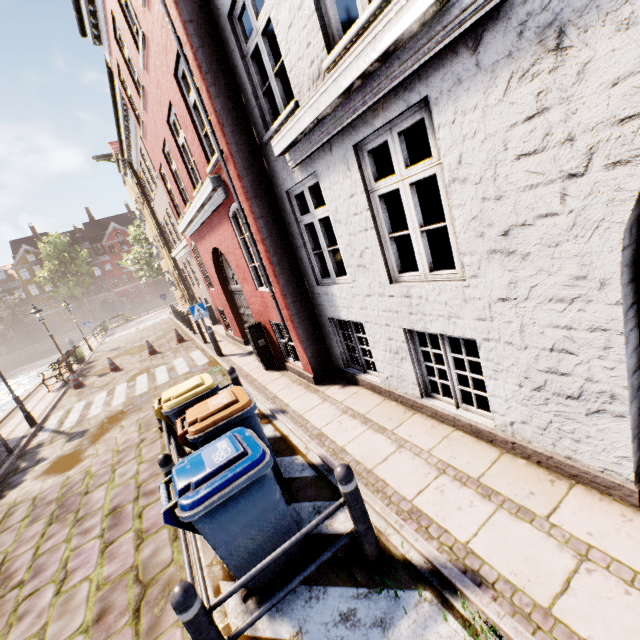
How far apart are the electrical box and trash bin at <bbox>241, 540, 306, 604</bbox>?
4.5 meters

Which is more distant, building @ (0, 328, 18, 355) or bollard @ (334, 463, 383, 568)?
building @ (0, 328, 18, 355)

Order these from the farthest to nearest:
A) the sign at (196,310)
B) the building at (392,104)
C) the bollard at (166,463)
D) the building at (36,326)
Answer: the building at (36,326) < the sign at (196,310) < the bollard at (166,463) < the building at (392,104)

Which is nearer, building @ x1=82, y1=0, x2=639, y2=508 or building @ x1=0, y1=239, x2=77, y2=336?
building @ x1=82, y1=0, x2=639, y2=508

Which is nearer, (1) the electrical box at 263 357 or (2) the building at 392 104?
(2) the building at 392 104

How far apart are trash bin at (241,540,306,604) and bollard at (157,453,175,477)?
0.68m

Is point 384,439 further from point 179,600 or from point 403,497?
point 179,600

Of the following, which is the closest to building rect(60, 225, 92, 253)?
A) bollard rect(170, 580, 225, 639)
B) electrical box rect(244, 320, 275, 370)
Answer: electrical box rect(244, 320, 275, 370)
